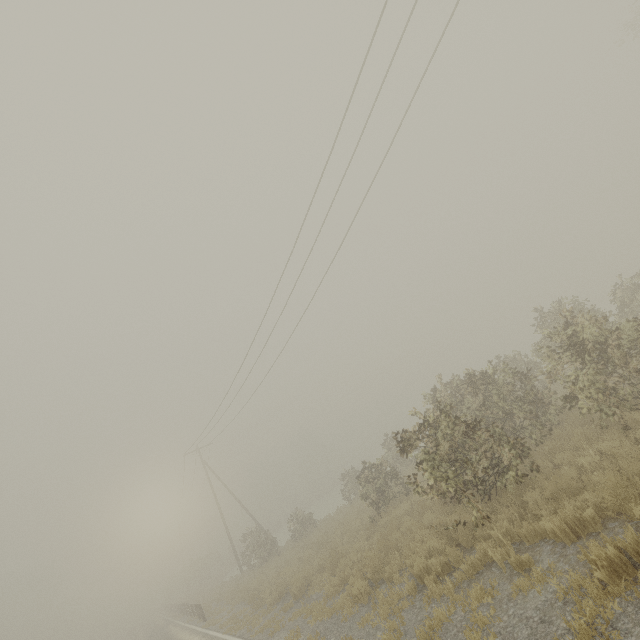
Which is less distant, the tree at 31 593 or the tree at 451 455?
the tree at 451 455

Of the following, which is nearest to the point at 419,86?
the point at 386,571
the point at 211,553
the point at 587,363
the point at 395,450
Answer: the point at 587,363

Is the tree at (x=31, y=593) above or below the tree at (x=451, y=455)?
above

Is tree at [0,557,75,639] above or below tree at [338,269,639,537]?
above

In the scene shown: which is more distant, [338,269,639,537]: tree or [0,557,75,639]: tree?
[0,557,75,639]: tree
